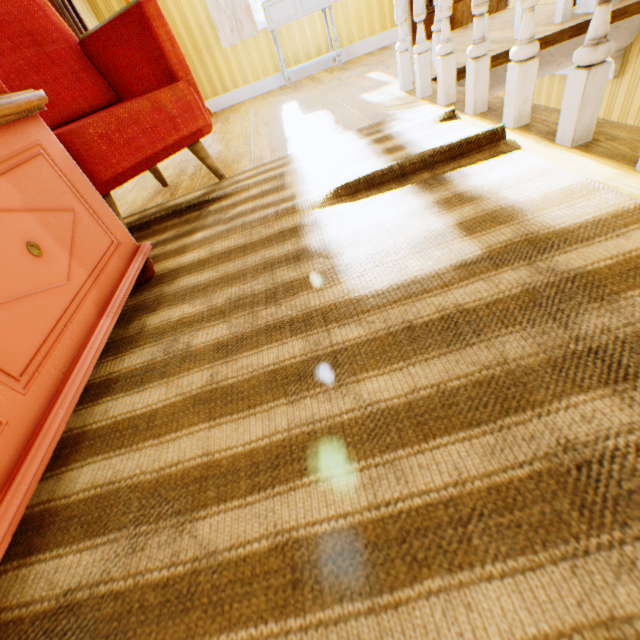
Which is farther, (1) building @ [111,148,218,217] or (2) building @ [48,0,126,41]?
(2) building @ [48,0,126,41]

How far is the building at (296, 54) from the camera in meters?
4.4

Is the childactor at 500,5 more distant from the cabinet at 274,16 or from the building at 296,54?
the cabinet at 274,16

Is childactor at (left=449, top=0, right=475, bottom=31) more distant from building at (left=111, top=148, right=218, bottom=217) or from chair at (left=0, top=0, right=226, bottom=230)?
chair at (left=0, top=0, right=226, bottom=230)

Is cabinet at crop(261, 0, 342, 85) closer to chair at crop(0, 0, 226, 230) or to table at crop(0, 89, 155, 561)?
chair at crop(0, 0, 226, 230)

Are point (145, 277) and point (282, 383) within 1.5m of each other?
yes

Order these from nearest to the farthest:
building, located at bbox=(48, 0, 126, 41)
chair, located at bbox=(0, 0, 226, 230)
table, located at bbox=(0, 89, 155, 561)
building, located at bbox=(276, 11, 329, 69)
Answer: table, located at bbox=(0, 89, 155, 561), chair, located at bbox=(0, 0, 226, 230), building, located at bbox=(48, 0, 126, 41), building, located at bbox=(276, 11, 329, 69)
